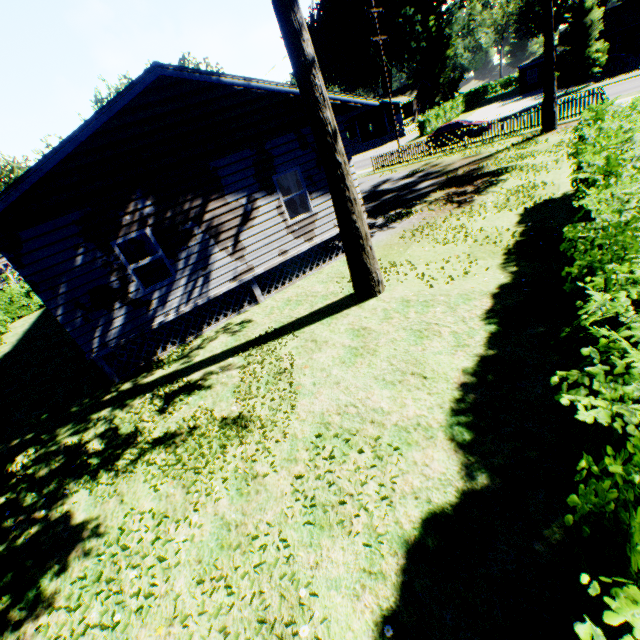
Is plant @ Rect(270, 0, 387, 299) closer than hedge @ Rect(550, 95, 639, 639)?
No

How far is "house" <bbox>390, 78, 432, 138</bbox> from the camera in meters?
48.7

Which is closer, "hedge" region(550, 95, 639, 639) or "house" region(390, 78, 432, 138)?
"hedge" region(550, 95, 639, 639)

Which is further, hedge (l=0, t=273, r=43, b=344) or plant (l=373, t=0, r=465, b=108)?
plant (l=373, t=0, r=465, b=108)

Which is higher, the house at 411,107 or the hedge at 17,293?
the house at 411,107

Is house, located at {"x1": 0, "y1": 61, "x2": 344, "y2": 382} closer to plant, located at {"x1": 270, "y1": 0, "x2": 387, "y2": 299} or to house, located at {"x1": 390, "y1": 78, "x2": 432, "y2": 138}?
plant, located at {"x1": 270, "y1": 0, "x2": 387, "y2": 299}

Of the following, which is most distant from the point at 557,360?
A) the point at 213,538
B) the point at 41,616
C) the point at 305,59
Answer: the point at 41,616

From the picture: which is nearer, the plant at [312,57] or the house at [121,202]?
the plant at [312,57]
